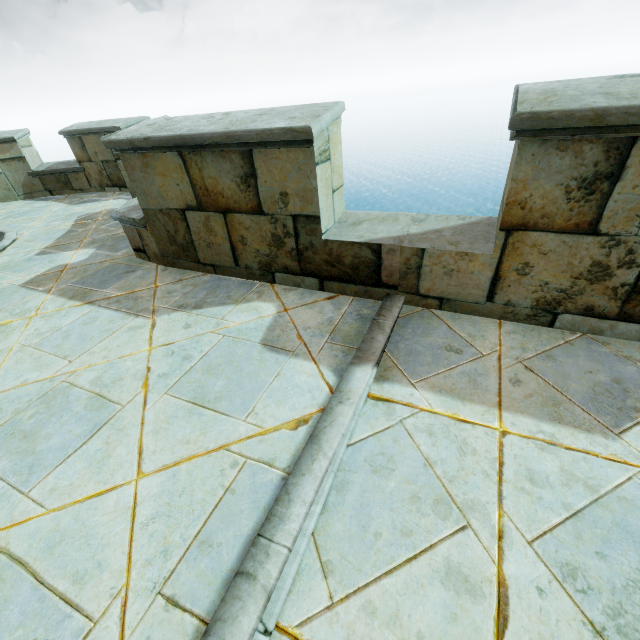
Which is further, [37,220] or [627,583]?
[37,220]
